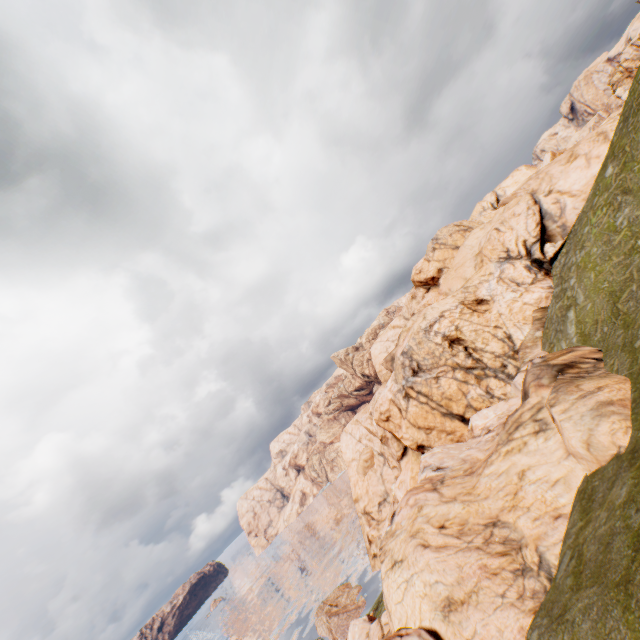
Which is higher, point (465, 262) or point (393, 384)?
point (465, 262)
